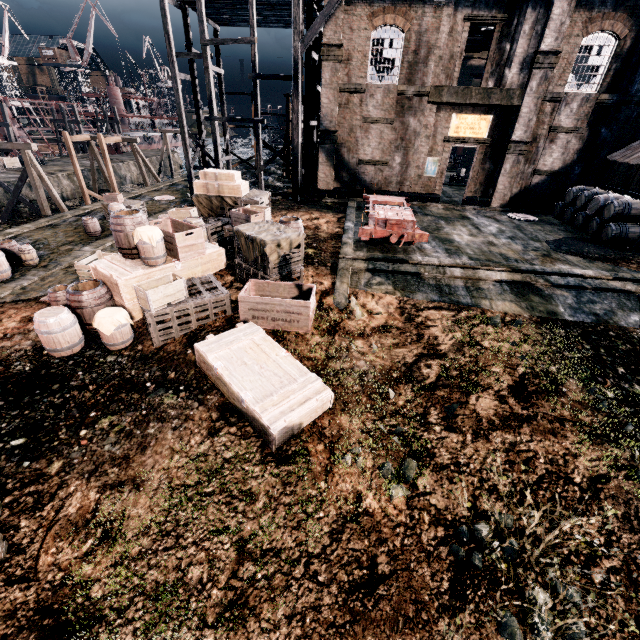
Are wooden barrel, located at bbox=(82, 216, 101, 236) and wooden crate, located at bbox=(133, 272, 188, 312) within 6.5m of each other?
no

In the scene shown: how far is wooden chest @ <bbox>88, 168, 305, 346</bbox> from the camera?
9.6m

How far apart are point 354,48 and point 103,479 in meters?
24.7

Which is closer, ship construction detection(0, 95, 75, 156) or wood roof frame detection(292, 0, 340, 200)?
wood roof frame detection(292, 0, 340, 200)

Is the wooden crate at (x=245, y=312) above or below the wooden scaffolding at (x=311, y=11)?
below

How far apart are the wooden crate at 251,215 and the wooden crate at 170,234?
2.57m

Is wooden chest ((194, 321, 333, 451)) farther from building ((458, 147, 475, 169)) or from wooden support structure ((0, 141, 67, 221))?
wooden support structure ((0, 141, 67, 221))

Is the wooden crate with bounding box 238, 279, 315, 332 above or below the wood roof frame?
below
